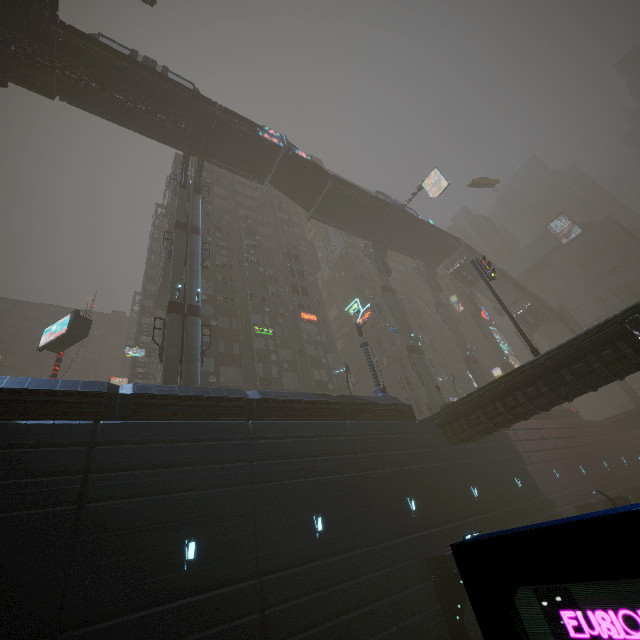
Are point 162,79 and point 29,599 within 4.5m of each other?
no

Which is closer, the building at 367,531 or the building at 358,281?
the building at 367,531

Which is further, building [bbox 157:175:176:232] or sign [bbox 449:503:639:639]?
building [bbox 157:175:176:232]

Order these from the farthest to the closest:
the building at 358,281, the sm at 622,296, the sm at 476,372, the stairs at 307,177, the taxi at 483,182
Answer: the sm at 622,296 → the taxi at 483,182 → the sm at 476,372 → the stairs at 307,177 → the building at 358,281

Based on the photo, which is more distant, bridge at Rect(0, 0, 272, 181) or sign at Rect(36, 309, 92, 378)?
bridge at Rect(0, 0, 272, 181)

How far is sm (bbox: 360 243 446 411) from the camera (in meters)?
32.44

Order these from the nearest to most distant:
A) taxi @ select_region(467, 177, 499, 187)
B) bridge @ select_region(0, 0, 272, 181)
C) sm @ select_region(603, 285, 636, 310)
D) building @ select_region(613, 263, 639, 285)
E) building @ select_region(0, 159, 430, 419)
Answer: building @ select_region(0, 159, 430, 419) < bridge @ select_region(0, 0, 272, 181) < taxi @ select_region(467, 177, 499, 187) < sm @ select_region(603, 285, 636, 310) < building @ select_region(613, 263, 639, 285)

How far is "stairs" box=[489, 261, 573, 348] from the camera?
51.16m
